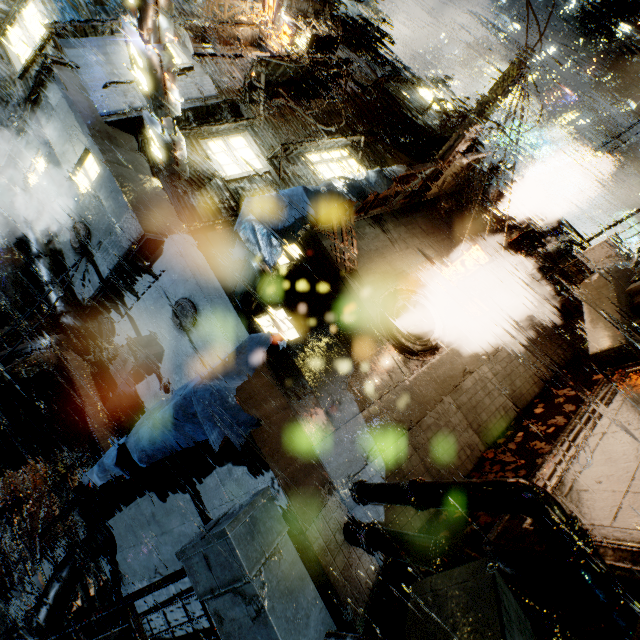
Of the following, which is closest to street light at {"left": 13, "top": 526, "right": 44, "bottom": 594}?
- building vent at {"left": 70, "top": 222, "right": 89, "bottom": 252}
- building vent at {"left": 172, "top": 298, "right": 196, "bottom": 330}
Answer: building vent at {"left": 70, "top": 222, "right": 89, "bottom": 252}

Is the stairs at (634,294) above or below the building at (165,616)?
above

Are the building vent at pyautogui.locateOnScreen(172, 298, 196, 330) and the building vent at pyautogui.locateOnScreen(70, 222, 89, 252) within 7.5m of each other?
yes

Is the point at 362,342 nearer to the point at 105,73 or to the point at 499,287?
the point at 499,287

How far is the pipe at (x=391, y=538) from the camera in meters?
4.3 m

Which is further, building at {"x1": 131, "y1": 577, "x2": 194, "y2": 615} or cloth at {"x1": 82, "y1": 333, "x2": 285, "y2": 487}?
building at {"x1": 131, "y1": 577, "x2": 194, "y2": 615}

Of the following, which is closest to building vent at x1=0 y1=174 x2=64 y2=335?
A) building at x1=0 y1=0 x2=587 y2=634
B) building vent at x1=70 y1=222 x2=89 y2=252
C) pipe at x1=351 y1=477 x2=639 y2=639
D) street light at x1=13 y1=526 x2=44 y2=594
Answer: building at x1=0 y1=0 x2=587 y2=634

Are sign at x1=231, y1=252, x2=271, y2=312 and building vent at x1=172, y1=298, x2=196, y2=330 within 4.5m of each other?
yes
